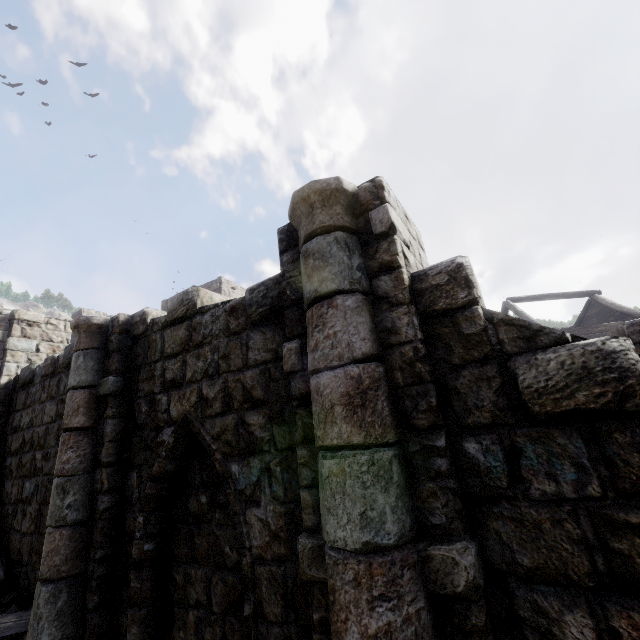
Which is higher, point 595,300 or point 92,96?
point 92,96

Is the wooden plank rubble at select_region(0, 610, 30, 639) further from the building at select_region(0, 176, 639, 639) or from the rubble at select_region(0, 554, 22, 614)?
the building at select_region(0, 176, 639, 639)

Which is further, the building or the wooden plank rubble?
the wooden plank rubble

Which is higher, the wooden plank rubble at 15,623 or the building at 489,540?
the building at 489,540

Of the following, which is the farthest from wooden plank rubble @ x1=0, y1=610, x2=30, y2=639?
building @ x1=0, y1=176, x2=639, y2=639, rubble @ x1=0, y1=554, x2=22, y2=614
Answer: building @ x1=0, y1=176, x2=639, y2=639

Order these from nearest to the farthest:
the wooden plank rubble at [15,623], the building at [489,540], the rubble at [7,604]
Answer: the building at [489,540], the wooden plank rubble at [15,623], the rubble at [7,604]
